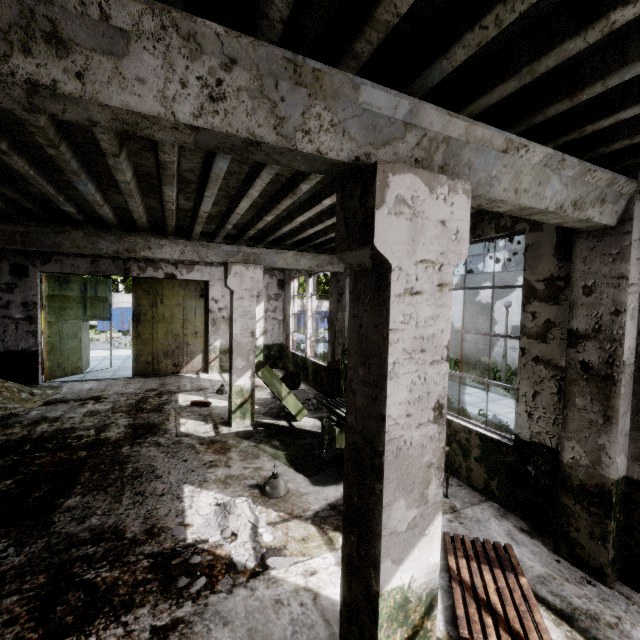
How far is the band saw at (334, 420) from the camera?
5.46m

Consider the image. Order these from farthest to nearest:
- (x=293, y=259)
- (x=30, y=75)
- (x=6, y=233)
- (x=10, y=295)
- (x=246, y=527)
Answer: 1. (x=10, y=295)
2. (x=293, y=259)
3. (x=6, y=233)
4. (x=246, y=527)
5. (x=30, y=75)

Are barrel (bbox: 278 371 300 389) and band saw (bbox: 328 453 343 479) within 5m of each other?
yes

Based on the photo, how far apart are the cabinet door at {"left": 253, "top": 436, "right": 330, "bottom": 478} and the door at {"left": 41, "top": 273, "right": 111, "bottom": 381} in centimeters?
953cm

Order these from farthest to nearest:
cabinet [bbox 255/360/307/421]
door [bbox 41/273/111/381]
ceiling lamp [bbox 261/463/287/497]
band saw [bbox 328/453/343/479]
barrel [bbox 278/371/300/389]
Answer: door [bbox 41/273/111/381], barrel [bbox 278/371/300/389], cabinet [bbox 255/360/307/421], band saw [bbox 328/453/343/479], ceiling lamp [bbox 261/463/287/497]

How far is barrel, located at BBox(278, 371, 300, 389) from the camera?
9.9 meters

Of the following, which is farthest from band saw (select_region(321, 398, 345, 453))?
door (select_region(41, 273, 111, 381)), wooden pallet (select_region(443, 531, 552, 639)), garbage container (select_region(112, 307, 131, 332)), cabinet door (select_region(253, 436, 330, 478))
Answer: garbage container (select_region(112, 307, 131, 332))

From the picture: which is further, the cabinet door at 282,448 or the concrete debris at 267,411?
the concrete debris at 267,411
